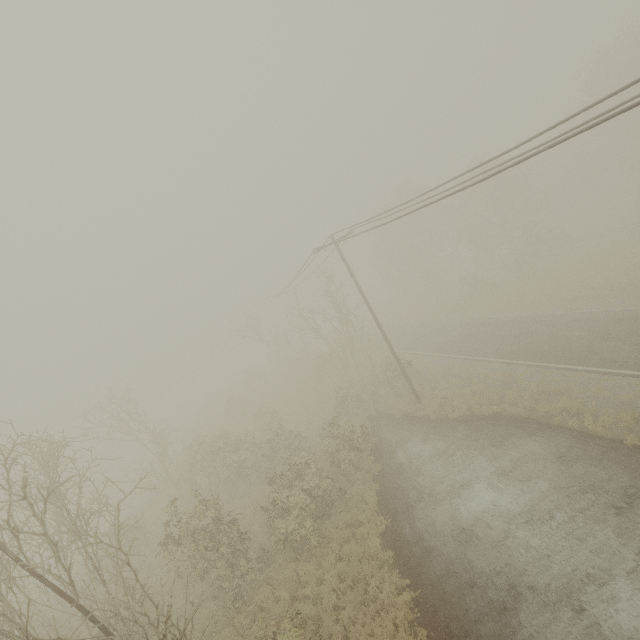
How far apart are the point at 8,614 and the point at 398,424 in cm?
1867
